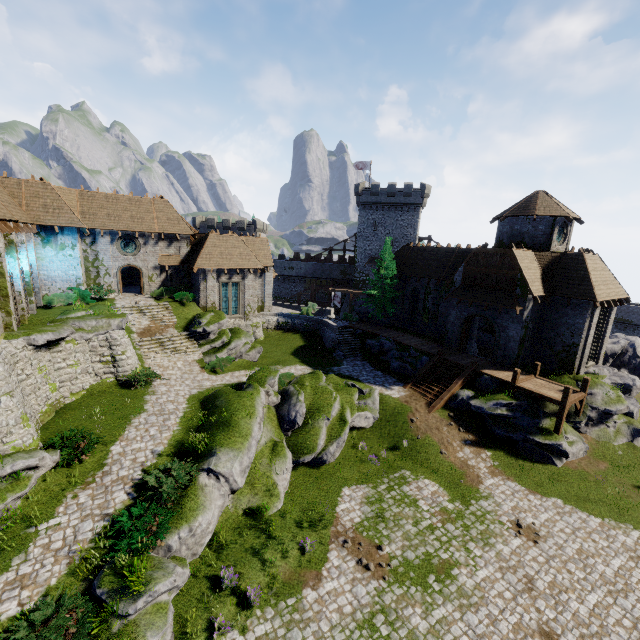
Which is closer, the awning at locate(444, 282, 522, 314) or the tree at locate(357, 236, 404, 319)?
the awning at locate(444, 282, 522, 314)

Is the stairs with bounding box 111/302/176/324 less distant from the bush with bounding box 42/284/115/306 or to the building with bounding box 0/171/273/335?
the bush with bounding box 42/284/115/306

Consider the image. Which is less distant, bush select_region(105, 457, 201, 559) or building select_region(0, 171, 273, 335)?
bush select_region(105, 457, 201, 559)

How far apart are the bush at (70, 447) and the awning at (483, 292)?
25.6m

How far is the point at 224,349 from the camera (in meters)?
26.05

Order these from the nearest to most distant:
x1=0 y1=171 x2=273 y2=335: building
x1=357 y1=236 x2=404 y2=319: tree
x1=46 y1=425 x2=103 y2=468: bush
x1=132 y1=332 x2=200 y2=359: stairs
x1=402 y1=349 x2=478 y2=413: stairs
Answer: x1=46 y1=425 x2=103 y2=468: bush, x1=0 y1=171 x2=273 y2=335: building, x1=402 y1=349 x2=478 y2=413: stairs, x1=132 y1=332 x2=200 y2=359: stairs, x1=357 y1=236 x2=404 y2=319: tree

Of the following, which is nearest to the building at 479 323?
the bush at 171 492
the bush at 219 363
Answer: the bush at 219 363

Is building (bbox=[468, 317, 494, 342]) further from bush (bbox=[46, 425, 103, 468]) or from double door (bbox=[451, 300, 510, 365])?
bush (bbox=[46, 425, 103, 468])
